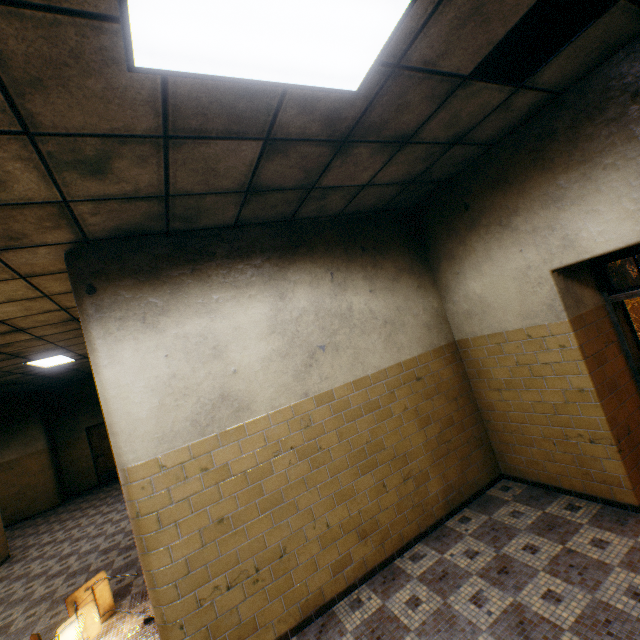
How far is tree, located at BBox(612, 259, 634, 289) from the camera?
12.88m

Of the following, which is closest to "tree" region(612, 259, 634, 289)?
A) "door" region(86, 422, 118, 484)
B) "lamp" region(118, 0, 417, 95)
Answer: "lamp" region(118, 0, 417, 95)

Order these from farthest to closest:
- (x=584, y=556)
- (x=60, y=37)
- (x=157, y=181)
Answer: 1. (x=584, y=556)
2. (x=157, y=181)
3. (x=60, y=37)

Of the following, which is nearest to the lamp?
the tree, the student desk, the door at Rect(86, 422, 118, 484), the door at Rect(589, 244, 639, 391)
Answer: the door at Rect(589, 244, 639, 391)

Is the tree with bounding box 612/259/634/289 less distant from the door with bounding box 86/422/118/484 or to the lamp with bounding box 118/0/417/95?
the lamp with bounding box 118/0/417/95

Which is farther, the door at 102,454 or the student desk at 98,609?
the door at 102,454

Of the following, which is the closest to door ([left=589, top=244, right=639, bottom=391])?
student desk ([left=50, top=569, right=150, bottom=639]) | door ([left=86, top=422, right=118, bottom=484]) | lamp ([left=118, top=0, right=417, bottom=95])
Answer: lamp ([left=118, top=0, right=417, bottom=95])

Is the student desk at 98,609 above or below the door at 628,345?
below
